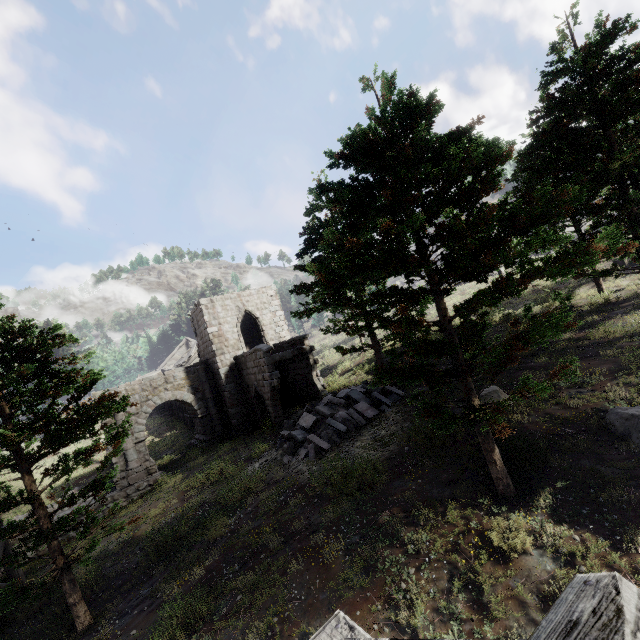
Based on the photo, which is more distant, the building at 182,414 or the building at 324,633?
the building at 182,414

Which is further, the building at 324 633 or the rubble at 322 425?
the rubble at 322 425

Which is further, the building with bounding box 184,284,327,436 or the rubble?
the building with bounding box 184,284,327,436

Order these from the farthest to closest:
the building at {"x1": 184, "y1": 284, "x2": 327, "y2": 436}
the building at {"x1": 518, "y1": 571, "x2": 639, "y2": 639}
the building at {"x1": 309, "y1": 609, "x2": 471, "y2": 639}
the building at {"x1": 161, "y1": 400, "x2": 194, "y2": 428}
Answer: the building at {"x1": 161, "y1": 400, "x2": 194, "y2": 428}, the building at {"x1": 184, "y1": 284, "x2": 327, "y2": 436}, the building at {"x1": 309, "y1": 609, "x2": 471, "y2": 639}, the building at {"x1": 518, "y1": 571, "x2": 639, "y2": 639}

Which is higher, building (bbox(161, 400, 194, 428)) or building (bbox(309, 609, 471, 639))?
building (bbox(309, 609, 471, 639))

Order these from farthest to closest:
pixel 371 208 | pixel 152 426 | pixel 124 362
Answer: pixel 124 362, pixel 152 426, pixel 371 208

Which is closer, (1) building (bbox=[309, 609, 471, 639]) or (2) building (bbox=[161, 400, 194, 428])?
(1) building (bbox=[309, 609, 471, 639])

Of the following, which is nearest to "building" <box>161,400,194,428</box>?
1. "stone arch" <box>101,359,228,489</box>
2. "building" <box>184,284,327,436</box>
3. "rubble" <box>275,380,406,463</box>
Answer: "building" <box>184,284,327,436</box>
